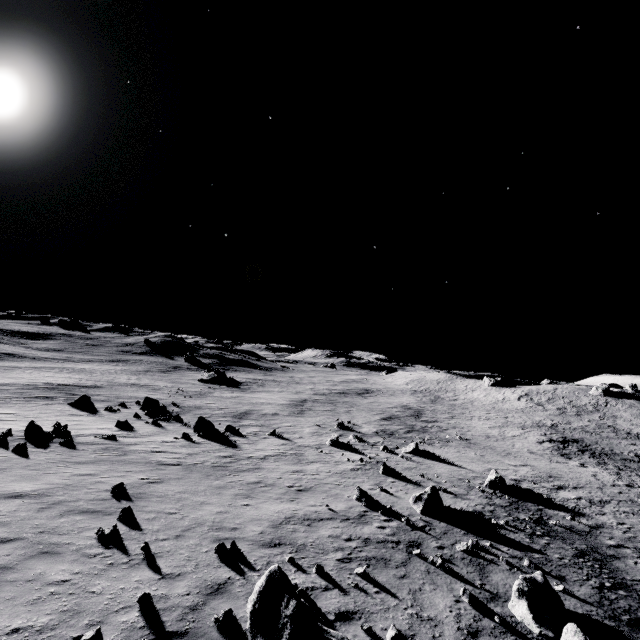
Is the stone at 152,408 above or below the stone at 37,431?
below

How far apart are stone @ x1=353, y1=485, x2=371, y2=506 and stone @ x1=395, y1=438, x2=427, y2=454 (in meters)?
11.81

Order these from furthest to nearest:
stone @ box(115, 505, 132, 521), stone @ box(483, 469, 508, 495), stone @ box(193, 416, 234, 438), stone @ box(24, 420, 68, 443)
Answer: stone @ box(193, 416, 234, 438) < stone @ box(483, 469, 508, 495) < stone @ box(24, 420, 68, 443) < stone @ box(115, 505, 132, 521)

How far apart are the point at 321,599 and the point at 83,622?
5.0m

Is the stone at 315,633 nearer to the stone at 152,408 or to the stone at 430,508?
the stone at 430,508

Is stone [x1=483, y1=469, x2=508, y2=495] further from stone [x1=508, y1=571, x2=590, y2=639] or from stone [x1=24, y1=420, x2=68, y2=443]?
stone [x1=24, y1=420, x2=68, y2=443]

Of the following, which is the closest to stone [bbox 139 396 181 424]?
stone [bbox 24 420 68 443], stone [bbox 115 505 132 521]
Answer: stone [bbox 24 420 68 443]

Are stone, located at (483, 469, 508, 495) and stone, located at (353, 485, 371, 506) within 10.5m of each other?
yes
